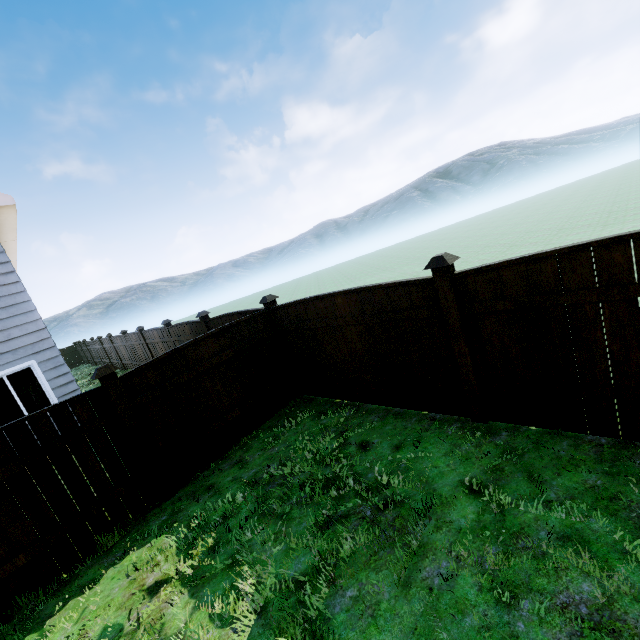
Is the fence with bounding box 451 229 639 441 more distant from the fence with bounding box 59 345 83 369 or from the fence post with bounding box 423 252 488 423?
the fence with bounding box 59 345 83 369

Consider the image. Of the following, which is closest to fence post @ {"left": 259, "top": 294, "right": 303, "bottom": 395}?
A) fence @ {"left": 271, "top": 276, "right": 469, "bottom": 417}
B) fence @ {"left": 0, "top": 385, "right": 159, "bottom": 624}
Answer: fence @ {"left": 271, "top": 276, "right": 469, "bottom": 417}

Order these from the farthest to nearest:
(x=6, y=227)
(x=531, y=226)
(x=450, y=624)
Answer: (x=531, y=226)
(x=6, y=227)
(x=450, y=624)

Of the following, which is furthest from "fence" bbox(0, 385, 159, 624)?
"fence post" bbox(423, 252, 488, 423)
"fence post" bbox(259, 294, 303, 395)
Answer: "fence post" bbox(423, 252, 488, 423)

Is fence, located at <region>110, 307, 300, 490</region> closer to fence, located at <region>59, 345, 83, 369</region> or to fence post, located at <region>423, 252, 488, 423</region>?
fence post, located at <region>423, 252, 488, 423</region>

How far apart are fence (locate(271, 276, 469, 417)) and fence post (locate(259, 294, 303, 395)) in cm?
1

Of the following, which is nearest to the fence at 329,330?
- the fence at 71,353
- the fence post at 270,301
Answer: the fence post at 270,301

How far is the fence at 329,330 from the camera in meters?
4.2
